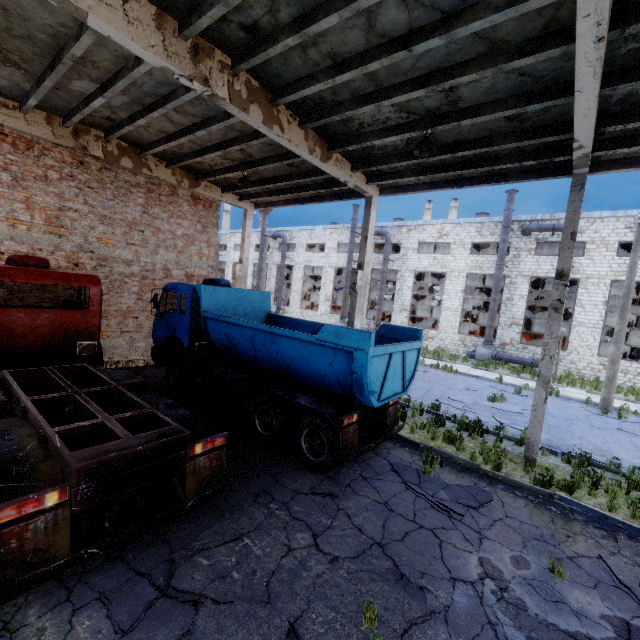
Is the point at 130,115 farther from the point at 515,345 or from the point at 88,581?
the point at 515,345

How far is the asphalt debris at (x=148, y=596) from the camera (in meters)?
3.58

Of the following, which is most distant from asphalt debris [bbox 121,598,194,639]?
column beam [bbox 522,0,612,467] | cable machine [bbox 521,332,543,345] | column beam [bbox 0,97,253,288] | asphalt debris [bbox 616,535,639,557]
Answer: cable machine [bbox 521,332,543,345]

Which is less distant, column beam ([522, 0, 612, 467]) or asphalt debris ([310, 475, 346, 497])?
column beam ([522, 0, 612, 467])

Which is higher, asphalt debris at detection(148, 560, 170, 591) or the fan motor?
the fan motor

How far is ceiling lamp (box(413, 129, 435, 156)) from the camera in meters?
7.4

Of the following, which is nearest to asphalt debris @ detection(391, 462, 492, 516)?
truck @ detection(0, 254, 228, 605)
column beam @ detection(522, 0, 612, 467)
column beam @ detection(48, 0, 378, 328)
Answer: truck @ detection(0, 254, 228, 605)

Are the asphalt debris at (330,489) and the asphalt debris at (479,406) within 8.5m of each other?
yes
